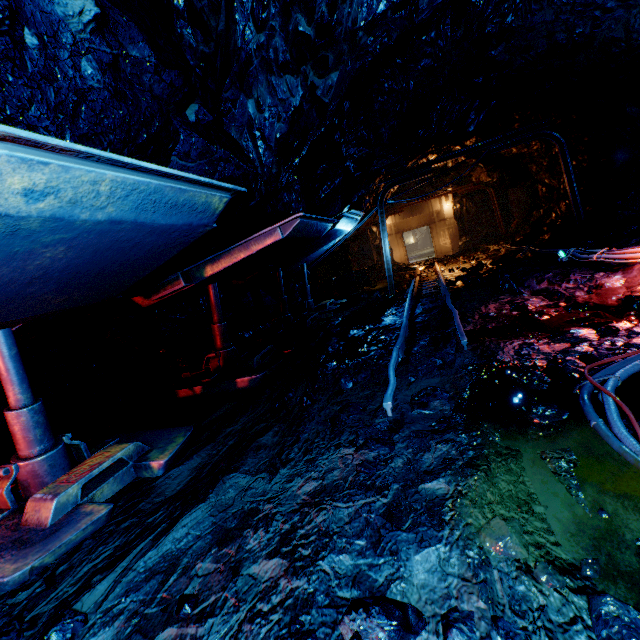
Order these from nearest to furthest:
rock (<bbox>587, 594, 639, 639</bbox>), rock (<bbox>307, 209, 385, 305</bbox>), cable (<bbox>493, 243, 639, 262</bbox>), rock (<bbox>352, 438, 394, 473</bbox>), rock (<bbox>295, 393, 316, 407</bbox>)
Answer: rock (<bbox>587, 594, 639, 639</bbox>)
rock (<bbox>352, 438, 394, 473</bbox>)
rock (<bbox>295, 393, 316, 407</bbox>)
cable (<bbox>493, 243, 639, 262</bbox>)
rock (<bbox>307, 209, 385, 305</bbox>)

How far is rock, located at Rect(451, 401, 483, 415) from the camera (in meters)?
2.72

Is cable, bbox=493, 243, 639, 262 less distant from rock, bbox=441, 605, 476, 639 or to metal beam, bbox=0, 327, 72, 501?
rock, bbox=441, 605, 476, 639

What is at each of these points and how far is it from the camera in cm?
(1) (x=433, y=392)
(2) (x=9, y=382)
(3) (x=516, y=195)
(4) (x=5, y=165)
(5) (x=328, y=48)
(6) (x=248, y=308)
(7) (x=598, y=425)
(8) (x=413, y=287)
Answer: (1) rock, 322
(2) metal beam, 275
(3) pillar, 1745
(4) metal top, 124
(5) rock, 254
(6) rock, 1005
(7) cable, 220
(8) trolley, 939

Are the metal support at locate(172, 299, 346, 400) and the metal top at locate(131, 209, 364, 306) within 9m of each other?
yes

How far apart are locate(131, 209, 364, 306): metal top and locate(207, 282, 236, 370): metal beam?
0.70m

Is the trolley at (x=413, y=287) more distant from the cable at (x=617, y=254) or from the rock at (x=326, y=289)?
the cable at (x=617, y=254)

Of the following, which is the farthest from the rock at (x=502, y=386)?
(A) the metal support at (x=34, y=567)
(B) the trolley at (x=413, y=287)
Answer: (A) the metal support at (x=34, y=567)
